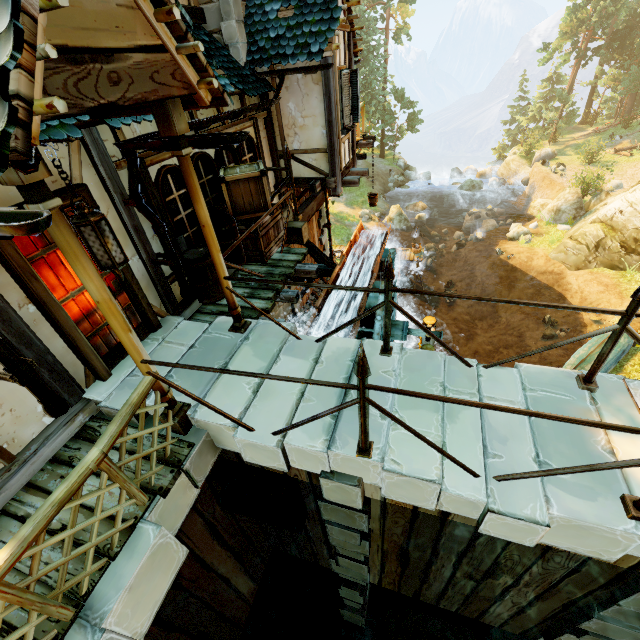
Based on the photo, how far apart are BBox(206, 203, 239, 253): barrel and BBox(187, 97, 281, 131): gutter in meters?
1.1

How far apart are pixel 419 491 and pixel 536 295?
20.5m

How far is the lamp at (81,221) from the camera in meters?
2.0

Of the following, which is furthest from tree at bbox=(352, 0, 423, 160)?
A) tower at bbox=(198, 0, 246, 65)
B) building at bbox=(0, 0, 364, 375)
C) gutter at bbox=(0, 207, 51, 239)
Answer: gutter at bbox=(0, 207, 51, 239)

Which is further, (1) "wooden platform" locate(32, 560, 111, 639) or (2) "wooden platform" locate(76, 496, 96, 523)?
(2) "wooden platform" locate(76, 496, 96, 523)

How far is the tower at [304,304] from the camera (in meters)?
11.05

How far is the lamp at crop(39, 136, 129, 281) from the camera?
2.01m

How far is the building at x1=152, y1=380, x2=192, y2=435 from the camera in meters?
3.5
